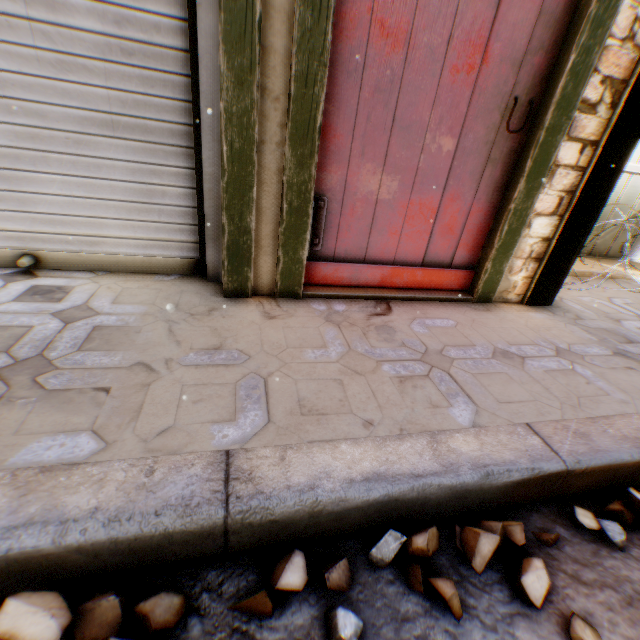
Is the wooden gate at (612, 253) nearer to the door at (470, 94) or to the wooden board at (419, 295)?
the door at (470, 94)

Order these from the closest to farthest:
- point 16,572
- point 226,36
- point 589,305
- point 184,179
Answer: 1. point 16,572
2. point 226,36
3. point 184,179
4. point 589,305

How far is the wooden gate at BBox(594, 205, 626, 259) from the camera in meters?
3.8

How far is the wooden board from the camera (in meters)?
2.00

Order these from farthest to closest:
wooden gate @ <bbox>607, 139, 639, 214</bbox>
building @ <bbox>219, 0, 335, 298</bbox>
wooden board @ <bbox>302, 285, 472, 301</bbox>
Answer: wooden gate @ <bbox>607, 139, 639, 214</bbox> → wooden board @ <bbox>302, 285, 472, 301</bbox> → building @ <bbox>219, 0, 335, 298</bbox>

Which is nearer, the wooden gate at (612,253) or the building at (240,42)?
the building at (240,42)

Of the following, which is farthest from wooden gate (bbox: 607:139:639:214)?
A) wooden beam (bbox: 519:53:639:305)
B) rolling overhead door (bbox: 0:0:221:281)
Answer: rolling overhead door (bbox: 0:0:221:281)

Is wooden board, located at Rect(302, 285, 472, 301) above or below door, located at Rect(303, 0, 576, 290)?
below
